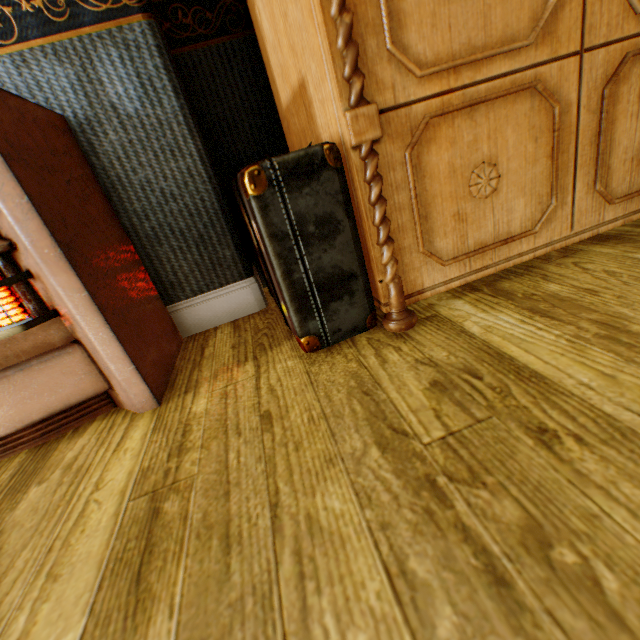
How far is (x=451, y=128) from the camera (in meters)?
Answer: 0.85

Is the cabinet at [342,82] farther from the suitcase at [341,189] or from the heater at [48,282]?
the heater at [48,282]

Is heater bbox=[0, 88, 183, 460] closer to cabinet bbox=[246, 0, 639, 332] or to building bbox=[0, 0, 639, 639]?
building bbox=[0, 0, 639, 639]

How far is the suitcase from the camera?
0.8 meters

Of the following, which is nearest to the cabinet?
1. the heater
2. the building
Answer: the building

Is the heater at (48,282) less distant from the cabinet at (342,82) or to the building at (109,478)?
the building at (109,478)
